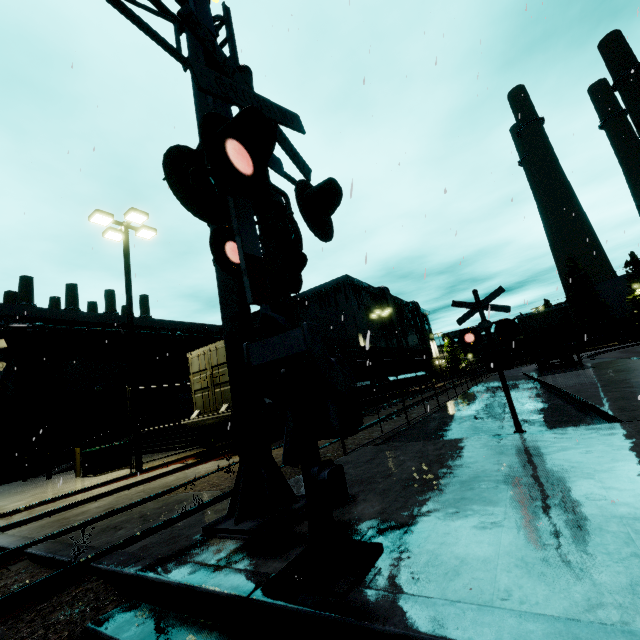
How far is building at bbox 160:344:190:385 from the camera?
28.08m

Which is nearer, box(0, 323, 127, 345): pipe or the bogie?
the bogie

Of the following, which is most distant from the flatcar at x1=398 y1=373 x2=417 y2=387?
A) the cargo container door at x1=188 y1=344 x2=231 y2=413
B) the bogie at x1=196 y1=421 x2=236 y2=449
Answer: the cargo container door at x1=188 y1=344 x2=231 y2=413

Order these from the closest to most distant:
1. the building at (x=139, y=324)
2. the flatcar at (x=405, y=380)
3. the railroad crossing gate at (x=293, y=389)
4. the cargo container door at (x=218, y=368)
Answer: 1. the railroad crossing gate at (x=293, y=389)
2. the cargo container door at (x=218, y=368)
3. the flatcar at (x=405, y=380)
4. the building at (x=139, y=324)

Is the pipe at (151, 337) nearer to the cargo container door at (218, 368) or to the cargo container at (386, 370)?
the cargo container at (386, 370)

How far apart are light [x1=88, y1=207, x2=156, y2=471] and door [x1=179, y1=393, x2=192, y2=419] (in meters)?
18.24

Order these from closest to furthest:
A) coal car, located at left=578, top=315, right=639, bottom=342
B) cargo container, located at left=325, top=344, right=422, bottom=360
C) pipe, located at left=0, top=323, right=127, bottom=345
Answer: cargo container, located at left=325, top=344, right=422, bottom=360 → pipe, located at left=0, top=323, right=127, bottom=345 → coal car, located at left=578, top=315, right=639, bottom=342

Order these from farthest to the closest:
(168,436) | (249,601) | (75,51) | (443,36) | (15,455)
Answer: (168,436) → (15,455) → (75,51) → (443,36) → (249,601)
